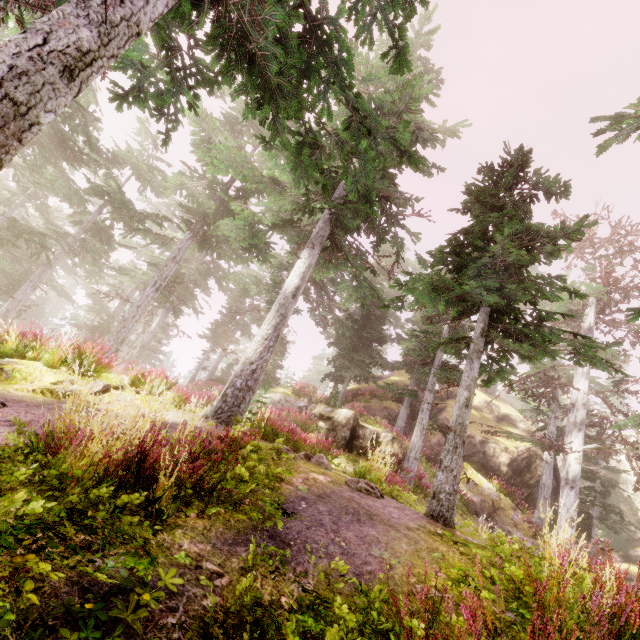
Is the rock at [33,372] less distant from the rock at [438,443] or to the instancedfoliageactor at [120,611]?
the instancedfoliageactor at [120,611]

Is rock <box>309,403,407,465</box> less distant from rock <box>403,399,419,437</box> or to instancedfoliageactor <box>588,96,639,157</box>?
instancedfoliageactor <box>588,96,639,157</box>

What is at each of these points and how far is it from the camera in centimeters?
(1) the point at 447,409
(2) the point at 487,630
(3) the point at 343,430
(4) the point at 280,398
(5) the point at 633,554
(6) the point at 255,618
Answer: (1) rock, 2702cm
(2) instancedfoliageactor, 246cm
(3) rock, 1568cm
(4) rock, 2308cm
(5) rock, 3138cm
(6) instancedfoliageactor, 224cm

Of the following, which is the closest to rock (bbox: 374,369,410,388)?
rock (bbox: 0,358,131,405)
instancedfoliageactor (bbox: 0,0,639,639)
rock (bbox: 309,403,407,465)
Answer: instancedfoliageactor (bbox: 0,0,639,639)

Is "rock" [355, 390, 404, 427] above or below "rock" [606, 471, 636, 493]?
below

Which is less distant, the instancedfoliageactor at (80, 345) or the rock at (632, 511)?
the instancedfoliageactor at (80, 345)
